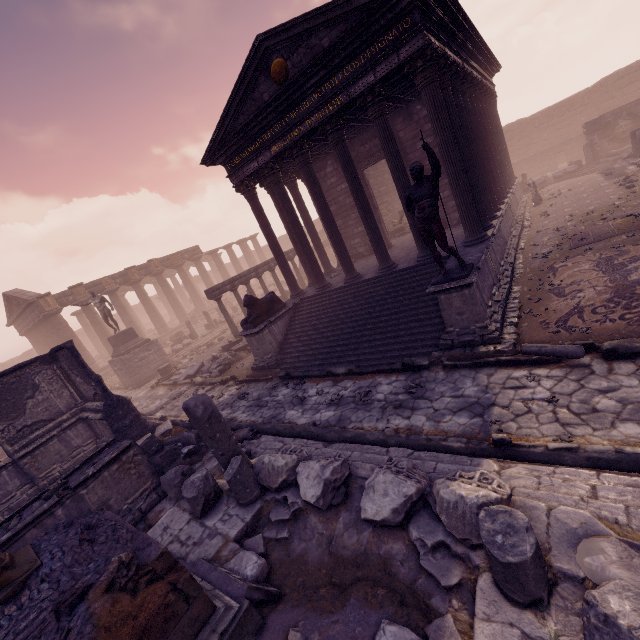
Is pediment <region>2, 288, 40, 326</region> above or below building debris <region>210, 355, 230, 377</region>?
above

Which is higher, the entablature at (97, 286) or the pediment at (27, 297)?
the pediment at (27, 297)

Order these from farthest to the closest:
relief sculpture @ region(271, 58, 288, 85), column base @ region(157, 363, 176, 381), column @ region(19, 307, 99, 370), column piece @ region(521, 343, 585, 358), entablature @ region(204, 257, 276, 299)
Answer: column @ region(19, 307, 99, 370), column base @ region(157, 363, 176, 381), entablature @ region(204, 257, 276, 299), relief sculpture @ region(271, 58, 288, 85), column piece @ region(521, 343, 585, 358)

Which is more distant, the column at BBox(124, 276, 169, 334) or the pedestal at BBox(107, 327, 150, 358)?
the column at BBox(124, 276, 169, 334)

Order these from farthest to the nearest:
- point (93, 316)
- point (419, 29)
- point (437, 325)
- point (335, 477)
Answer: point (93, 316) → point (437, 325) → point (419, 29) → point (335, 477)

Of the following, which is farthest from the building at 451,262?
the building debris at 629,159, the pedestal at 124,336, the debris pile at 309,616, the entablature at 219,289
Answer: the pedestal at 124,336

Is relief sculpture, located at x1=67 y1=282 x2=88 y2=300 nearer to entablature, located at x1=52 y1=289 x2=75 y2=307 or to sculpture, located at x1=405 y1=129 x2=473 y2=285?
entablature, located at x1=52 y1=289 x2=75 y2=307

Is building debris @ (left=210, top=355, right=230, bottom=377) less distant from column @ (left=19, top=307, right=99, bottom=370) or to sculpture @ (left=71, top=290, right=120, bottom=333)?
sculpture @ (left=71, top=290, right=120, bottom=333)
